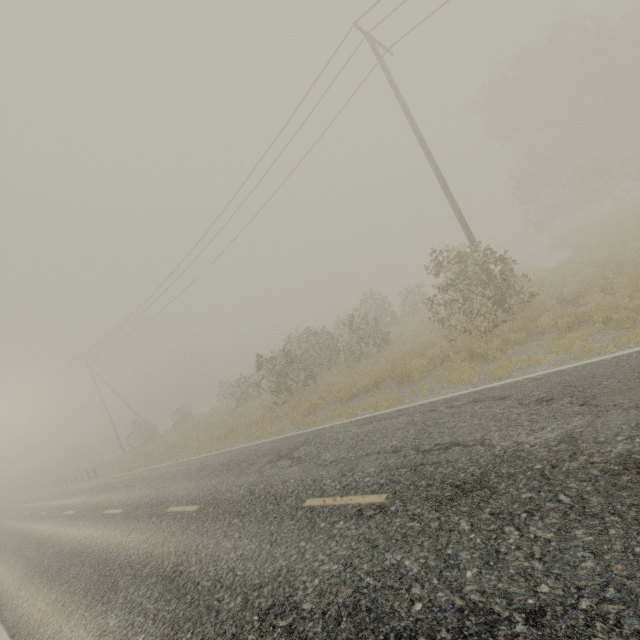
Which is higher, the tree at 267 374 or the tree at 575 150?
the tree at 575 150

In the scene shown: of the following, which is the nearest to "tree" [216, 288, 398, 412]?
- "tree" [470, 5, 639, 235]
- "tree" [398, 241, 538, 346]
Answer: "tree" [398, 241, 538, 346]

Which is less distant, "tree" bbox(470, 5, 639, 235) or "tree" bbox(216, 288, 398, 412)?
"tree" bbox(216, 288, 398, 412)

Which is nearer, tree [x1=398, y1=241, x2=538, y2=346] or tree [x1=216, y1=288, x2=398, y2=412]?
tree [x1=398, y1=241, x2=538, y2=346]

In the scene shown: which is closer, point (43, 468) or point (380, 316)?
point (380, 316)

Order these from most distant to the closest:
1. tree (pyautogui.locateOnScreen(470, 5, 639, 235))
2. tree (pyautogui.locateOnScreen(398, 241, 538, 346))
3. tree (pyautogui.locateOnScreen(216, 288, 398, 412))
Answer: tree (pyautogui.locateOnScreen(470, 5, 639, 235)) → tree (pyautogui.locateOnScreen(216, 288, 398, 412)) → tree (pyautogui.locateOnScreen(398, 241, 538, 346))

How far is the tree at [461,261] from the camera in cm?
1095

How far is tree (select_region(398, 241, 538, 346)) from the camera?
10.9m
